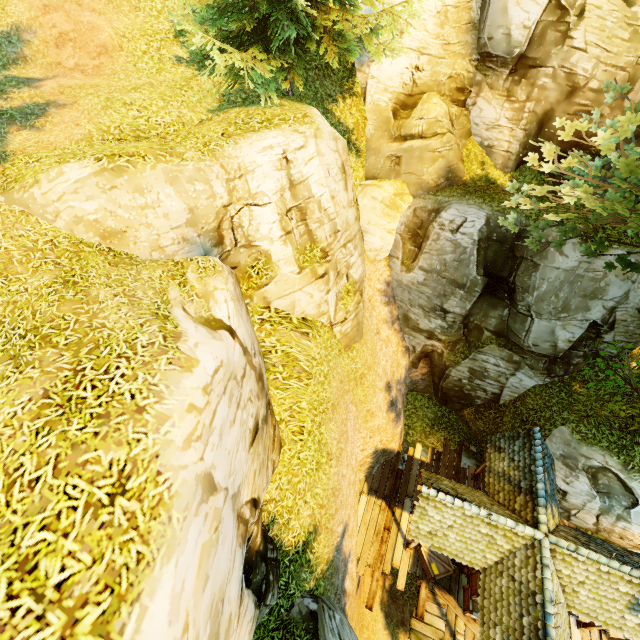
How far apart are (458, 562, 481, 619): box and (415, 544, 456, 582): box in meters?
0.5 m

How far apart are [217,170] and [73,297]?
4.06m

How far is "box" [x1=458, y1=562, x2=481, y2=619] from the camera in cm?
1110

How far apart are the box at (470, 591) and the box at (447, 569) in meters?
0.5 m

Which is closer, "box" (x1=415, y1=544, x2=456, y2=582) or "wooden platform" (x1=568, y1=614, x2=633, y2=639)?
"wooden platform" (x1=568, y1=614, x2=633, y2=639)

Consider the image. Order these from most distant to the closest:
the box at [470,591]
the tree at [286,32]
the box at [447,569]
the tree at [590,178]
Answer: the box at [447,569], the box at [470,591], the tree at [286,32], the tree at [590,178]

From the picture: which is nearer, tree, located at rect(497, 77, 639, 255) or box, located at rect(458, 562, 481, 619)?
tree, located at rect(497, 77, 639, 255)

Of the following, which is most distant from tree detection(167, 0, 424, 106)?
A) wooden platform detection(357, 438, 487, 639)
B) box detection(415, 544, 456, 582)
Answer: box detection(415, 544, 456, 582)
